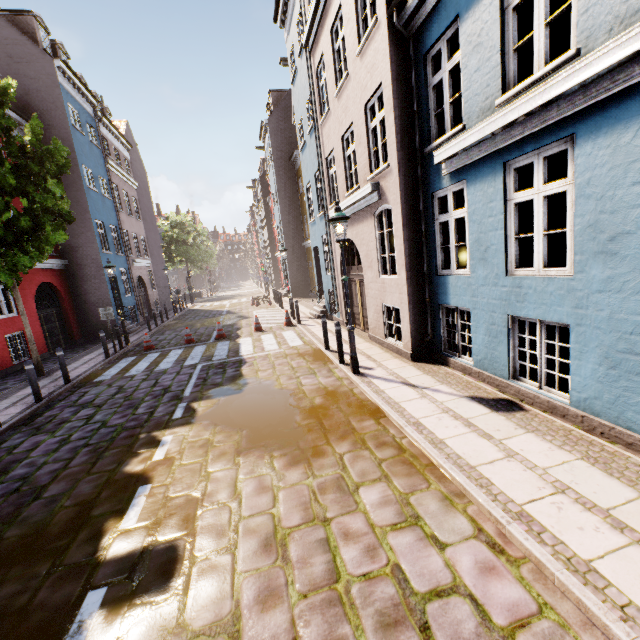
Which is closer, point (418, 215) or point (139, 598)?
point (139, 598)

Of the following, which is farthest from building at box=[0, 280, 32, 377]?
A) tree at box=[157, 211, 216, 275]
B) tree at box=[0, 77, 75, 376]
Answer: tree at box=[0, 77, 75, 376]

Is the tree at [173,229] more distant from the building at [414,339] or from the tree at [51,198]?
the tree at [51,198]

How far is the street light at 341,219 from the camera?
6.86m

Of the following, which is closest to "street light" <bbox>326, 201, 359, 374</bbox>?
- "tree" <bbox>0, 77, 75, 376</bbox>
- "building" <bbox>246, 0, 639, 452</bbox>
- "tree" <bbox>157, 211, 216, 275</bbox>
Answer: "building" <bbox>246, 0, 639, 452</bbox>

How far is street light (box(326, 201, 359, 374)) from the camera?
6.9 meters

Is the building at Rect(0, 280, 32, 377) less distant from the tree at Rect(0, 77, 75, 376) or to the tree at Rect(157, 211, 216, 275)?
the tree at Rect(157, 211, 216, 275)

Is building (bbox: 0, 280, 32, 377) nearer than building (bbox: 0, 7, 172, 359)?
Yes
